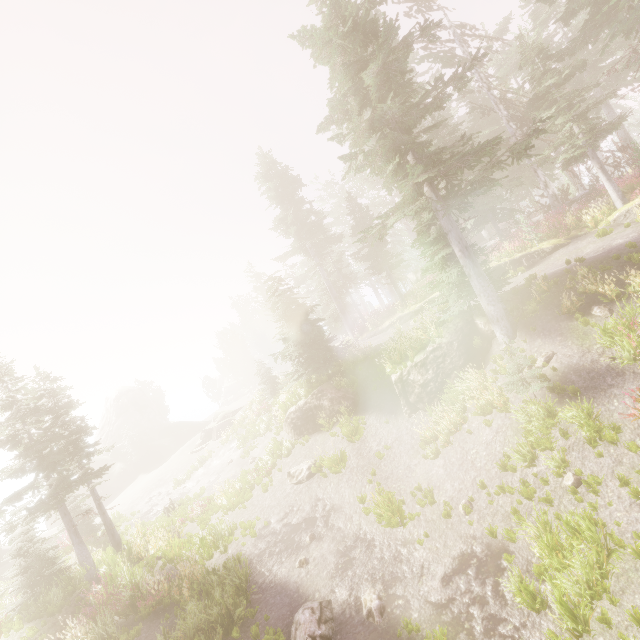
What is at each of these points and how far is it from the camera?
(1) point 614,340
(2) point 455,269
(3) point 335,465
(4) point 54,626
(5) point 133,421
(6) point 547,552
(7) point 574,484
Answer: (1) instancedfoliageactor, 9.17m
(2) instancedfoliageactor, 13.55m
(3) instancedfoliageactor, 15.43m
(4) rock, 12.05m
(5) rock, 50.97m
(6) instancedfoliageactor, 7.46m
(7) instancedfoliageactor, 8.17m

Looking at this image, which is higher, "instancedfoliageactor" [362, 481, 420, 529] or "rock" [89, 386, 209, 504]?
"rock" [89, 386, 209, 504]

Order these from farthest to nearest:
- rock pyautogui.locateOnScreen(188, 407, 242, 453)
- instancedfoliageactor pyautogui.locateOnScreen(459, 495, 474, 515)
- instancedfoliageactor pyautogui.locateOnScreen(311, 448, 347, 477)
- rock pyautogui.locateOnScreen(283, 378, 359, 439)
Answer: rock pyautogui.locateOnScreen(188, 407, 242, 453)
rock pyautogui.locateOnScreen(283, 378, 359, 439)
instancedfoliageactor pyautogui.locateOnScreen(311, 448, 347, 477)
instancedfoliageactor pyautogui.locateOnScreen(459, 495, 474, 515)

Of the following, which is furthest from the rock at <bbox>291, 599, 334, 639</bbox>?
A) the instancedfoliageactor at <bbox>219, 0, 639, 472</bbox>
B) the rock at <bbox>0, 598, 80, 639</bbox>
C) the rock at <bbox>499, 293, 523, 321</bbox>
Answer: the rock at <bbox>0, 598, 80, 639</bbox>

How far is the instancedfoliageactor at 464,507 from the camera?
9.6 meters

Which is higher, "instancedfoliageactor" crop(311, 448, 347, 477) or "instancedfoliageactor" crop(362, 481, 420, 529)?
"instancedfoliageactor" crop(311, 448, 347, 477)

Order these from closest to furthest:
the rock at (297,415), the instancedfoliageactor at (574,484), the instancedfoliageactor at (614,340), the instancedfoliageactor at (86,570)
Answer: the instancedfoliageactor at (574,484) < the instancedfoliageactor at (614,340) < the instancedfoliageactor at (86,570) < the rock at (297,415)

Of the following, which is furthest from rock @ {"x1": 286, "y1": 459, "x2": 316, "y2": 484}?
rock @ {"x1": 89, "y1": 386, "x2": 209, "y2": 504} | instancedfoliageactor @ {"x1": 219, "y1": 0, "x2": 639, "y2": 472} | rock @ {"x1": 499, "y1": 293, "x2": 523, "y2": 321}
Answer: rock @ {"x1": 89, "y1": 386, "x2": 209, "y2": 504}
